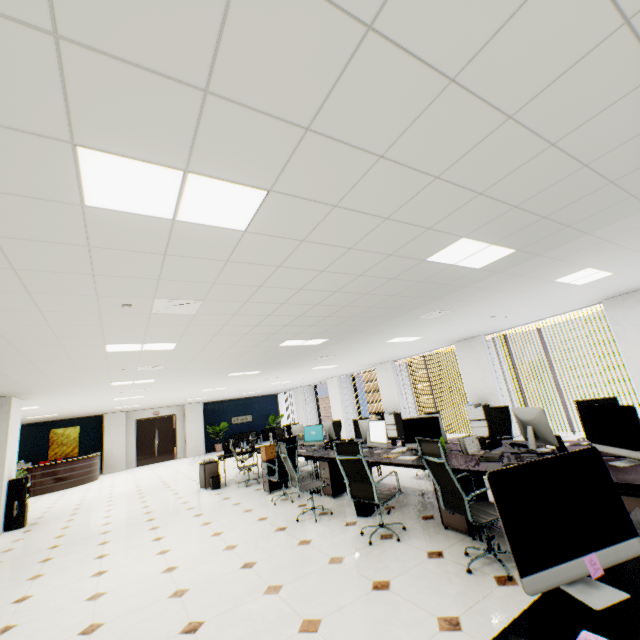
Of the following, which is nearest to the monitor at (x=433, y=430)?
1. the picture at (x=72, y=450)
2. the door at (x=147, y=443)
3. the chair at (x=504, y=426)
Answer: the chair at (x=504, y=426)

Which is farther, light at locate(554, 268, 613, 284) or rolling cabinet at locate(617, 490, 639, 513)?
light at locate(554, 268, 613, 284)

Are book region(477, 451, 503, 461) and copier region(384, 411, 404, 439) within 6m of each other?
no

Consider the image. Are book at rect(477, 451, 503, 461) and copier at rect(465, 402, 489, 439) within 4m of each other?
no

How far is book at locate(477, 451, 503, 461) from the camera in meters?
3.7 m

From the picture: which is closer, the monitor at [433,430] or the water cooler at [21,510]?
the monitor at [433,430]

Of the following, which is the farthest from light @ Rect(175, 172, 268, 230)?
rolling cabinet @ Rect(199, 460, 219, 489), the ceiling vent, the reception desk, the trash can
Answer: the reception desk

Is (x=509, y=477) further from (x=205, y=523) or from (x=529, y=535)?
(x=205, y=523)
